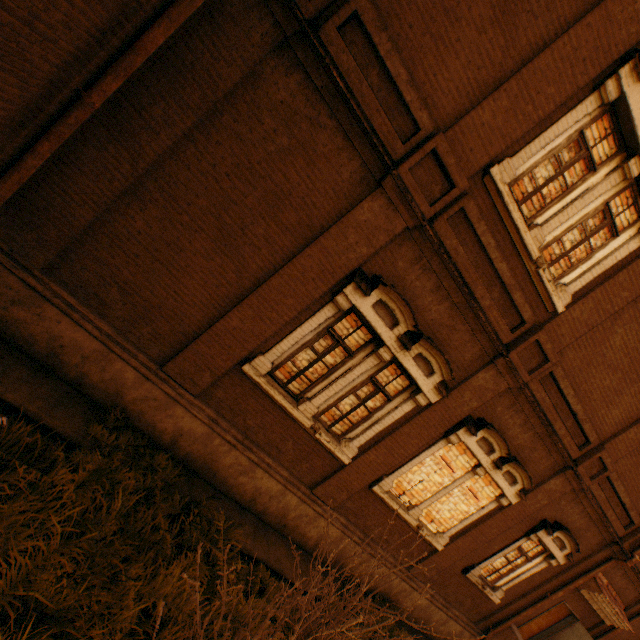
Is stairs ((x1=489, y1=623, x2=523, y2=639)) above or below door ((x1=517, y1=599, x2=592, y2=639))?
below

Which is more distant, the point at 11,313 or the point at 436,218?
the point at 436,218

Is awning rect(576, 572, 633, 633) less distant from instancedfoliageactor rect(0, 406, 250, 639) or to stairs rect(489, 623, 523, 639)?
stairs rect(489, 623, 523, 639)

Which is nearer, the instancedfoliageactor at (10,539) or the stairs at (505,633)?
the instancedfoliageactor at (10,539)

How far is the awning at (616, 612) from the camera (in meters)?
9.35

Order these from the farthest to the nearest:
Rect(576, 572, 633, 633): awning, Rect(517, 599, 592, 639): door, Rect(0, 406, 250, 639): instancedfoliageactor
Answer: Rect(517, 599, 592, 639): door
Rect(576, 572, 633, 633): awning
Rect(0, 406, 250, 639): instancedfoliageactor

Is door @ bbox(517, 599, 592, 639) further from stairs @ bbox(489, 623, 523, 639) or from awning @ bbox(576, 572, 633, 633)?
awning @ bbox(576, 572, 633, 633)

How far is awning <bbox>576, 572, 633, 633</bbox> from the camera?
9.4m
